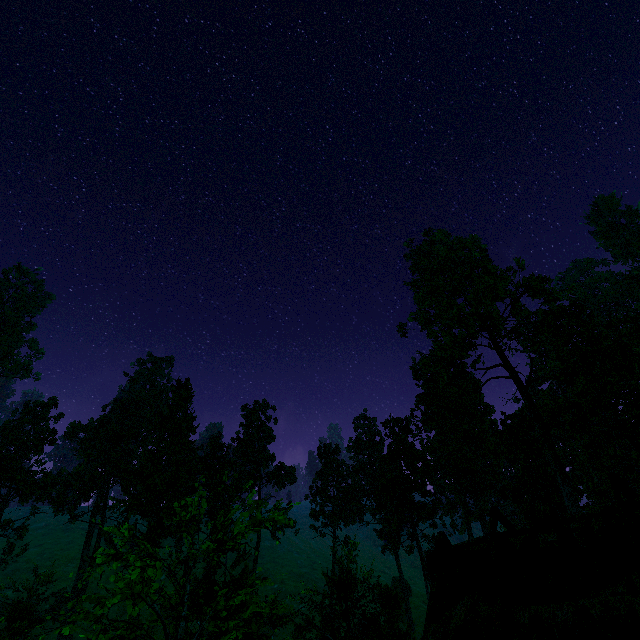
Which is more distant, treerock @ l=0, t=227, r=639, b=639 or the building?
treerock @ l=0, t=227, r=639, b=639

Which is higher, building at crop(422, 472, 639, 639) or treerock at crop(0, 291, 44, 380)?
treerock at crop(0, 291, 44, 380)

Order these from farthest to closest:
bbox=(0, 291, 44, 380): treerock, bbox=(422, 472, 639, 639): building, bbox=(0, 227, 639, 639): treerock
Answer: bbox=(0, 291, 44, 380): treerock
bbox=(0, 227, 639, 639): treerock
bbox=(422, 472, 639, 639): building

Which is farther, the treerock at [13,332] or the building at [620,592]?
the treerock at [13,332]

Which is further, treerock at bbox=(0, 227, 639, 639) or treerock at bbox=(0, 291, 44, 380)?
treerock at bbox=(0, 291, 44, 380)

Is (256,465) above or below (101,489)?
above

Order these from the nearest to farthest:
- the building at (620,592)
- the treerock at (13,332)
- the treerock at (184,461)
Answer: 1. the building at (620,592)
2. the treerock at (184,461)
3. the treerock at (13,332)
